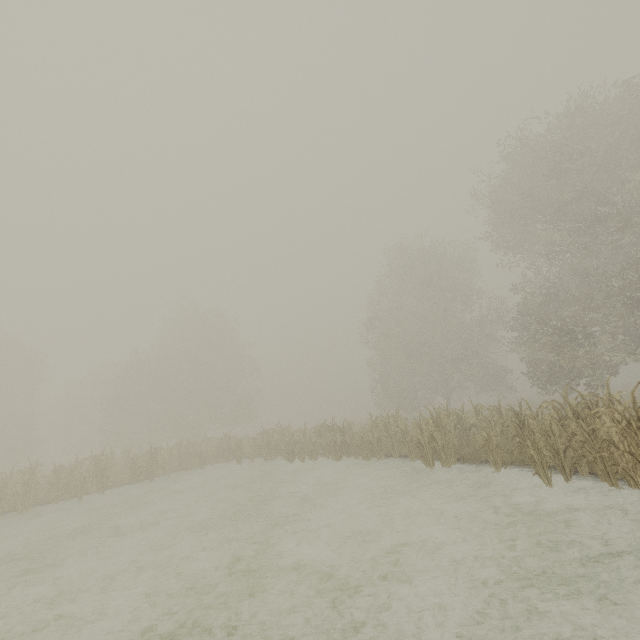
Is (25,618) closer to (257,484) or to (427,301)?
(257,484)
